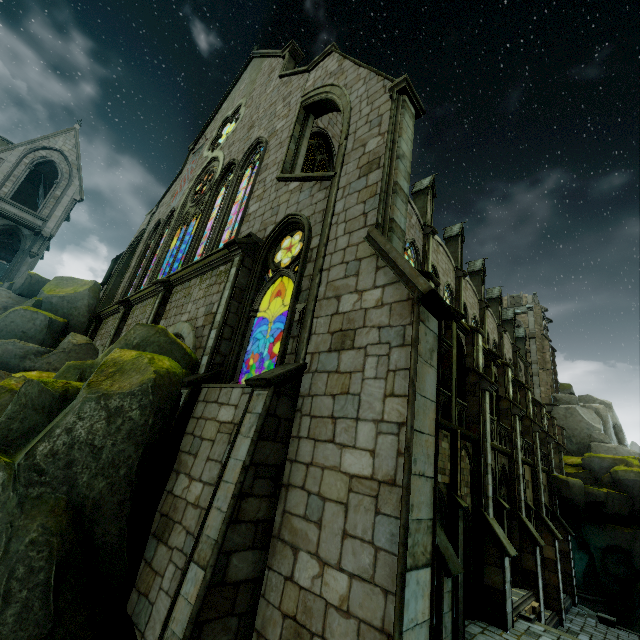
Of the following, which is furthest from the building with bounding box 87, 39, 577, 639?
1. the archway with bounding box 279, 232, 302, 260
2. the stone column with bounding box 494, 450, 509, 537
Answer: the stone column with bounding box 494, 450, 509, 537

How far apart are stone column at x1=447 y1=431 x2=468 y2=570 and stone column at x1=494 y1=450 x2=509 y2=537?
5.32m

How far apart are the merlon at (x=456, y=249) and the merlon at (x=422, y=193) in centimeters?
461cm

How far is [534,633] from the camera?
12.0 meters

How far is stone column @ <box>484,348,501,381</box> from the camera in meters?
18.5

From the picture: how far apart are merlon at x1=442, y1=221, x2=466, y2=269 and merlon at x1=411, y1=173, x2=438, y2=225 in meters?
4.6 m

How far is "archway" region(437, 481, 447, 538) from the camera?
11.5 meters

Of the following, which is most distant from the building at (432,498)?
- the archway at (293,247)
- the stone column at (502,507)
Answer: the stone column at (502,507)
